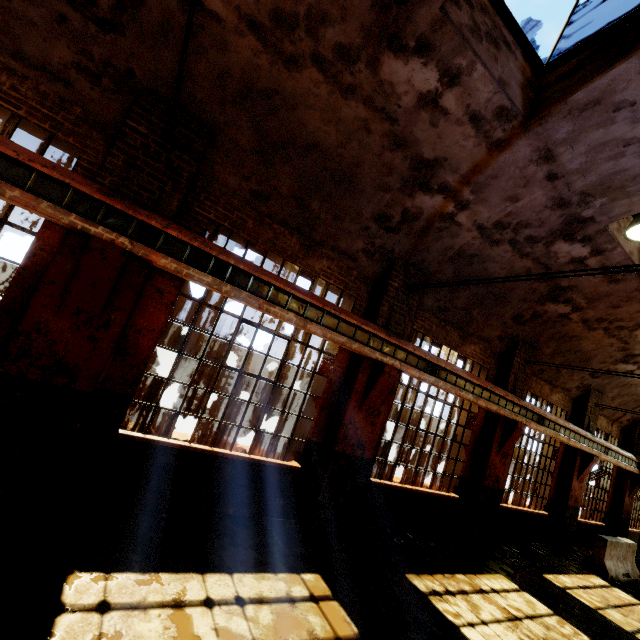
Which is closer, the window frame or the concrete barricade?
the window frame

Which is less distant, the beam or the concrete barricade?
the beam

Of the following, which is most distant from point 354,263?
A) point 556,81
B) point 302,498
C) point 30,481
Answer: point 30,481

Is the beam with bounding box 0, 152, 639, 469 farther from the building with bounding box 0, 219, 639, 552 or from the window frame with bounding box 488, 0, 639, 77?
the window frame with bounding box 488, 0, 639, 77

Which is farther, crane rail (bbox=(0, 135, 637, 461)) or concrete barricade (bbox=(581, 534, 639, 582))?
concrete barricade (bbox=(581, 534, 639, 582))

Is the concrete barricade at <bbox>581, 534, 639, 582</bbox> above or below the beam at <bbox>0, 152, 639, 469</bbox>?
below

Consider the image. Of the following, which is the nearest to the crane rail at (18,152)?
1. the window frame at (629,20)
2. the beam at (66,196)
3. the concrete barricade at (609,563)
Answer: the beam at (66,196)

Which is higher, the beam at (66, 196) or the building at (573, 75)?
the building at (573, 75)
